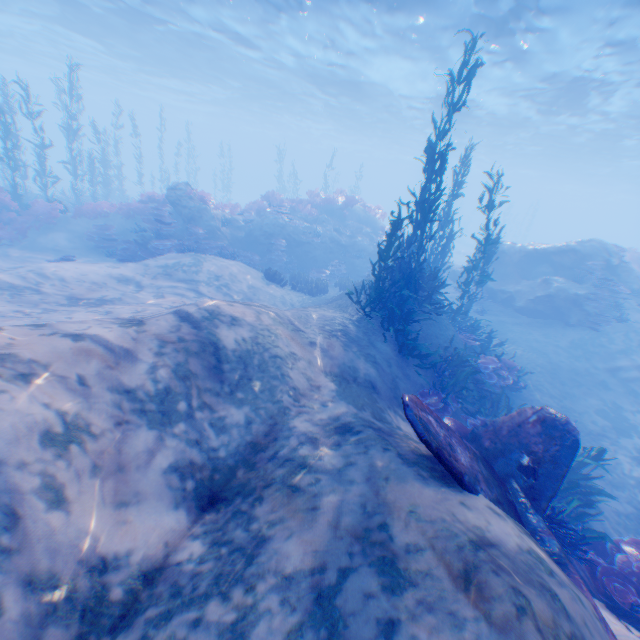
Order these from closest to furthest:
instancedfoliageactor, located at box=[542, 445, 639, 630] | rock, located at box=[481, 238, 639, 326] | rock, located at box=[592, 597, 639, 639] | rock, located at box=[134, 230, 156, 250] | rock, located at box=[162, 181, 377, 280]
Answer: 1. rock, located at box=[592, 597, 639, 639]
2. instancedfoliageactor, located at box=[542, 445, 639, 630]
3. rock, located at box=[134, 230, 156, 250]
4. rock, located at box=[481, 238, 639, 326]
5. rock, located at box=[162, 181, 377, 280]

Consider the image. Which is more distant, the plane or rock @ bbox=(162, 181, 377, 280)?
rock @ bbox=(162, 181, 377, 280)

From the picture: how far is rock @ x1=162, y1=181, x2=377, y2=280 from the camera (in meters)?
16.03

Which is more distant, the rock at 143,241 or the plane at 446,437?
the rock at 143,241

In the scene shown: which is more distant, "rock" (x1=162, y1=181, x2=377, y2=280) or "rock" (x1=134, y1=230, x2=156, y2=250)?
"rock" (x1=162, y1=181, x2=377, y2=280)

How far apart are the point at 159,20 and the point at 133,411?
28.0 meters

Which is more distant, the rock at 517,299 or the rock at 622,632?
the rock at 517,299

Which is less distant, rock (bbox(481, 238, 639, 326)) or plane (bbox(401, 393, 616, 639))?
plane (bbox(401, 393, 616, 639))
